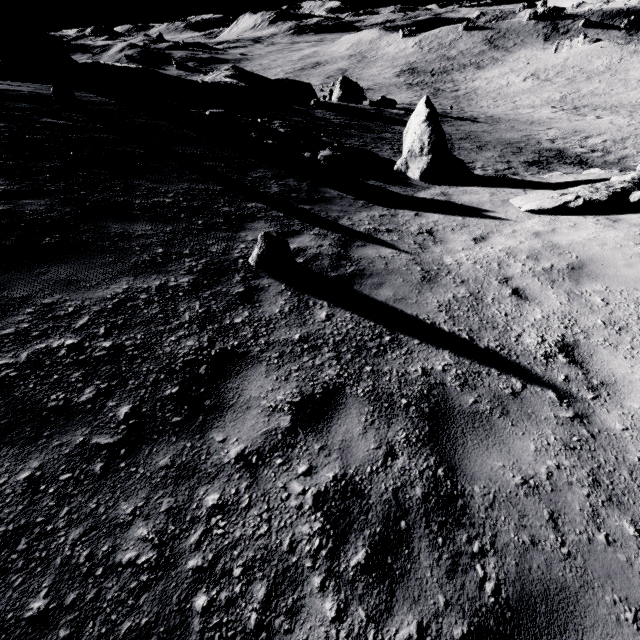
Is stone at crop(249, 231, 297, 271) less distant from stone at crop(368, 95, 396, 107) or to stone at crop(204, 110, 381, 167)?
stone at crop(204, 110, 381, 167)

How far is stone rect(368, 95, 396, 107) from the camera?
36.1m

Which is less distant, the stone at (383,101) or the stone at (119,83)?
the stone at (119,83)

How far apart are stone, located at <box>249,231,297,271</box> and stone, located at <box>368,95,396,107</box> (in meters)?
39.15

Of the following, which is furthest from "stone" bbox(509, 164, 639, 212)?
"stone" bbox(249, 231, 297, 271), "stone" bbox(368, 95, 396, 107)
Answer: "stone" bbox(368, 95, 396, 107)

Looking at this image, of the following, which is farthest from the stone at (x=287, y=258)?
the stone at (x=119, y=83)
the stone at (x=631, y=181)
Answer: the stone at (x=119, y=83)

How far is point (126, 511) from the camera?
2.1m

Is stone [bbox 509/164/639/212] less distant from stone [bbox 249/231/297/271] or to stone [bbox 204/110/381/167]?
stone [bbox 204/110/381/167]
